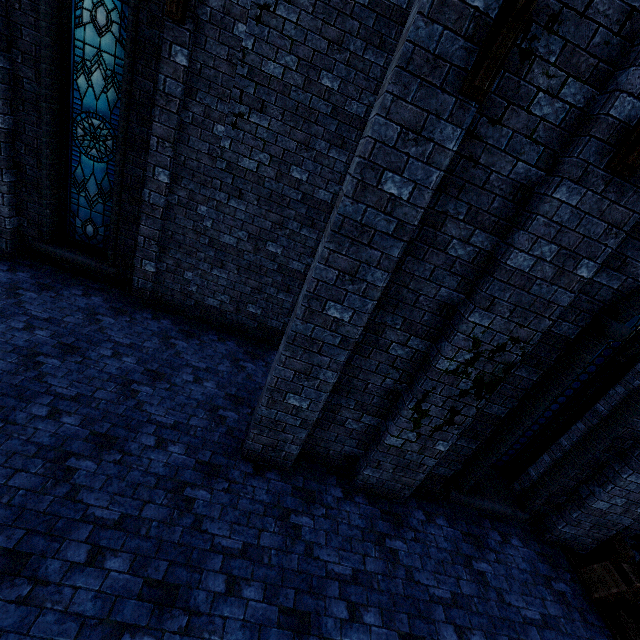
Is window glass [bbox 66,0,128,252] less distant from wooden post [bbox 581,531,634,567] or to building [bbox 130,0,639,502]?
building [bbox 130,0,639,502]

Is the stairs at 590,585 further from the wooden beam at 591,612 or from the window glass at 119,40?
the window glass at 119,40

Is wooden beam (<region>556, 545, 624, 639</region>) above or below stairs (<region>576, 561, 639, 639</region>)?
below

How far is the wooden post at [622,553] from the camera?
5.68m

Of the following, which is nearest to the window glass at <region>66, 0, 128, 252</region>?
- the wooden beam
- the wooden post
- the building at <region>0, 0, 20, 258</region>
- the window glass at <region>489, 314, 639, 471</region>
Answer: the building at <region>0, 0, 20, 258</region>

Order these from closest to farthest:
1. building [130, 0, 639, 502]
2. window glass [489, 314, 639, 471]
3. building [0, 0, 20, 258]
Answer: building [130, 0, 639, 502]
window glass [489, 314, 639, 471]
building [0, 0, 20, 258]

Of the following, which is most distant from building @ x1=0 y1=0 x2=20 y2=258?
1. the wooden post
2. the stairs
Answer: the stairs

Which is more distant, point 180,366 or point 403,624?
point 180,366
